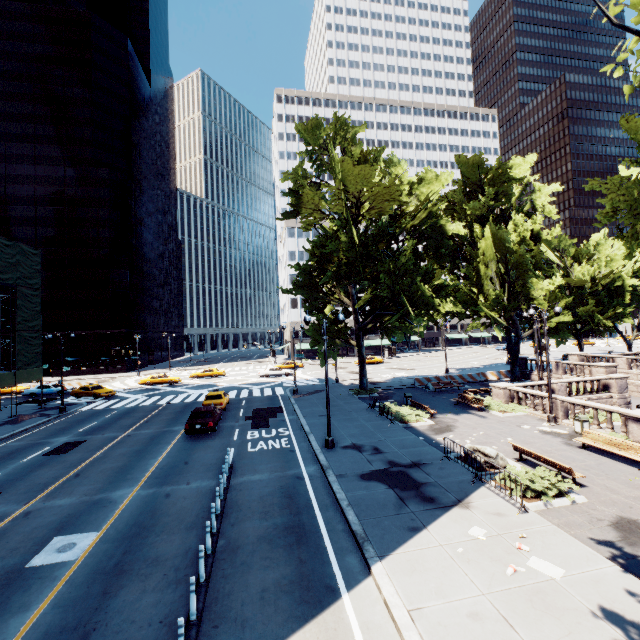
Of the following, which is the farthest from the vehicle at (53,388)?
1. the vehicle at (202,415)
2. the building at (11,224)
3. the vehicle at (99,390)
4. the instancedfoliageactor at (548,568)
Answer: the instancedfoliageactor at (548,568)

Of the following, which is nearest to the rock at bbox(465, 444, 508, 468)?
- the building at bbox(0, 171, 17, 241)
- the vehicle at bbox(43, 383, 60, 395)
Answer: the vehicle at bbox(43, 383, 60, 395)

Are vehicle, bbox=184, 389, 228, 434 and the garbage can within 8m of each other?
no

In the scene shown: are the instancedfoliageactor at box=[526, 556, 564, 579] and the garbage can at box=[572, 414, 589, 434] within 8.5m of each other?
no

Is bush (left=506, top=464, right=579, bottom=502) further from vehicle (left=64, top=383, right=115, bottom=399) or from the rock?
vehicle (left=64, top=383, right=115, bottom=399)

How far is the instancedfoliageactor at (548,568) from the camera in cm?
783

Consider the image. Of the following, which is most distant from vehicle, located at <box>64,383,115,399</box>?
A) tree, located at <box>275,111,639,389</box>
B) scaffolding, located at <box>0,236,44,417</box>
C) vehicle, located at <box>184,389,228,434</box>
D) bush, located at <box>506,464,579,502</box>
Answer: bush, located at <box>506,464,579,502</box>

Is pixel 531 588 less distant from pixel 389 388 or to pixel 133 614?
pixel 133 614
